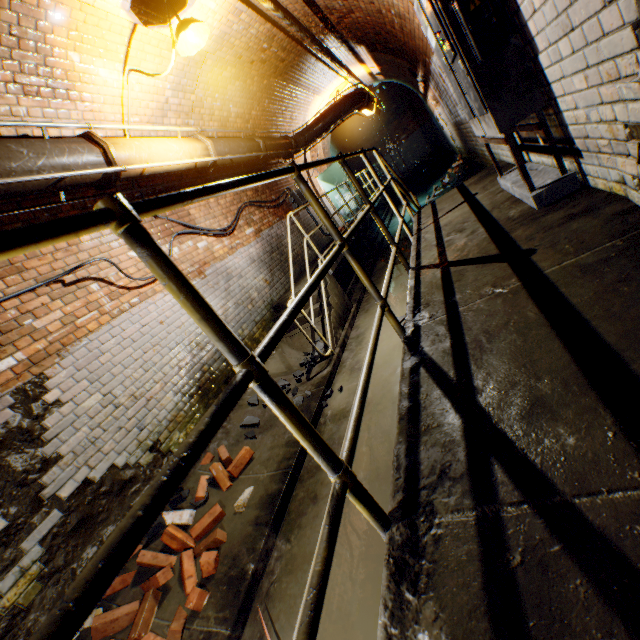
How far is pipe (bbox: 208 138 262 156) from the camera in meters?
5.4 m

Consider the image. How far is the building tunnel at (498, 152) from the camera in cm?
404

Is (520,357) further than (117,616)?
No

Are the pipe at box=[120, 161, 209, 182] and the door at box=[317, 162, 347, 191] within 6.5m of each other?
no

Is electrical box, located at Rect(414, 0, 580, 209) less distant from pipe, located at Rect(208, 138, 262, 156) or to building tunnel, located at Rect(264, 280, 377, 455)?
building tunnel, located at Rect(264, 280, 377, 455)

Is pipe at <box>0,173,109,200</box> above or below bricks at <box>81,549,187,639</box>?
above

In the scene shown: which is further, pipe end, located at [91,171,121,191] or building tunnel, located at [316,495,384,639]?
pipe end, located at [91,171,121,191]

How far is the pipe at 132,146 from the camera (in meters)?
3.69
